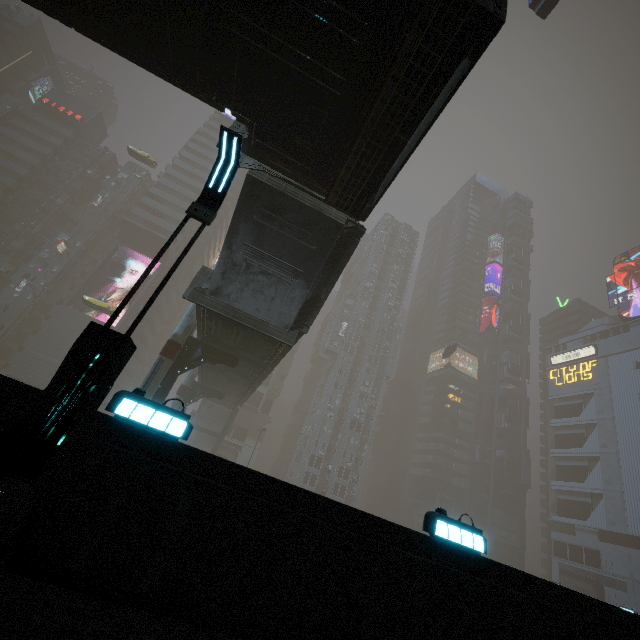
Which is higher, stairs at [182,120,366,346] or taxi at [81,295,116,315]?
taxi at [81,295,116,315]

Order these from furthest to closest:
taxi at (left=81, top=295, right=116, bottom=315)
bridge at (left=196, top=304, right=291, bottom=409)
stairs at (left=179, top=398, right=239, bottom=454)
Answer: stairs at (left=179, top=398, right=239, bottom=454) → taxi at (left=81, top=295, right=116, bottom=315) → bridge at (left=196, top=304, right=291, bottom=409)

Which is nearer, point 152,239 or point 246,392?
point 246,392

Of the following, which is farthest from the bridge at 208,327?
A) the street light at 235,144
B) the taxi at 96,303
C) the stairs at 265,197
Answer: the street light at 235,144

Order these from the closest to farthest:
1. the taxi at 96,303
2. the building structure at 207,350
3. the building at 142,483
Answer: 1. the building at 142,483
2. the building structure at 207,350
3. the taxi at 96,303

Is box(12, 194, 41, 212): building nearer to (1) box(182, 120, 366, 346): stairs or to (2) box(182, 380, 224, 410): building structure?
(1) box(182, 120, 366, 346): stairs

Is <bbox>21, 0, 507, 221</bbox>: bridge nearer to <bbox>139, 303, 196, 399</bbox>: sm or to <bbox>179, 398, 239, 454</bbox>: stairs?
<bbox>139, 303, 196, 399</bbox>: sm

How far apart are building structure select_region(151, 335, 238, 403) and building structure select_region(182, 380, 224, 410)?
13.3 meters
